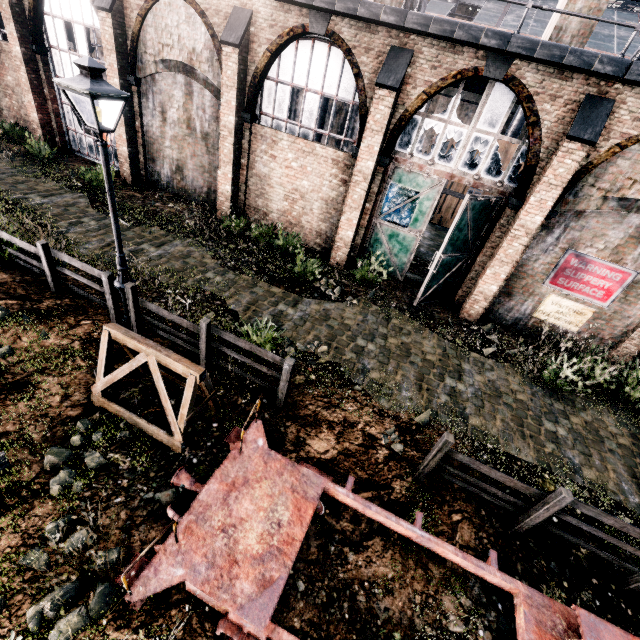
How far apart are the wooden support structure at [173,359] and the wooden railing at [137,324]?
0.70m

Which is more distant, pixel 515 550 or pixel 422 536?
pixel 515 550

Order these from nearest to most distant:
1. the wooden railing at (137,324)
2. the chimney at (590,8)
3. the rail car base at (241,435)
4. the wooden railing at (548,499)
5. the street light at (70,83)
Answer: the rail car base at (241,435), the street light at (70,83), the wooden railing at (548,499), the wooden railing at (137,324), the chimney at (590,8)

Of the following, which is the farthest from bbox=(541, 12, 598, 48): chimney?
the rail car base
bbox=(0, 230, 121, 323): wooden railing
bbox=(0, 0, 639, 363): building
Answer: bbox=(0, 230, 121, 323): wooden railing

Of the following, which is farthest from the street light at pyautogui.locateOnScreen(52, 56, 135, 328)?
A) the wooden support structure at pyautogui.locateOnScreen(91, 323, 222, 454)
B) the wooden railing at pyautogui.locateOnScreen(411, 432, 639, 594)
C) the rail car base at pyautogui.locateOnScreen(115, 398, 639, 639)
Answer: the wooden railing at pyautogui.locateOnScreen(411, 432, 639, 594)

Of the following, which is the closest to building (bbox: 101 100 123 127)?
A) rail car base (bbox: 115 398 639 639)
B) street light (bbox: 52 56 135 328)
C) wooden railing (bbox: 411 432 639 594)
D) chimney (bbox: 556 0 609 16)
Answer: chimney (bbox: 556 0 609 16)

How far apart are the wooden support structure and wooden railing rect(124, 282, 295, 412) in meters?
0.7

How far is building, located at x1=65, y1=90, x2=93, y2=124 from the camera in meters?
16.7 m
